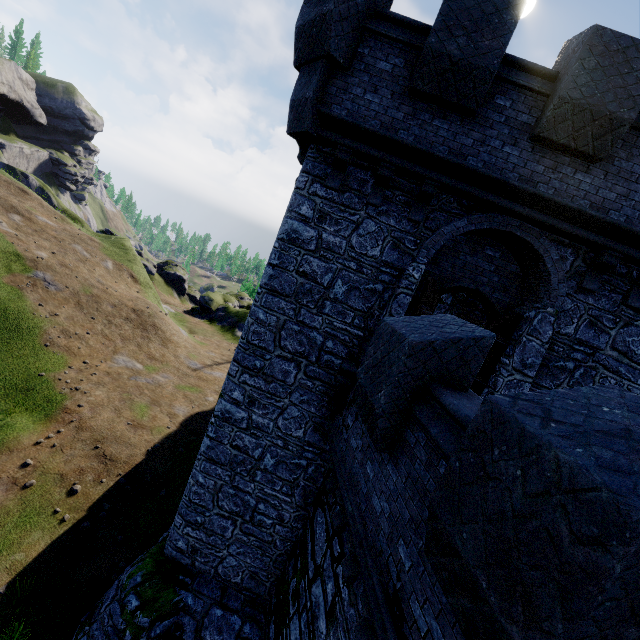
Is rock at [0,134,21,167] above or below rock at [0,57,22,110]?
below

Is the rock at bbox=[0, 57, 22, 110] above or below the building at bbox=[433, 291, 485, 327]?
above

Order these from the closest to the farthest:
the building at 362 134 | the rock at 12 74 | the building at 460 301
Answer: the building at 362 134, the building at 460 301, the rock at 12 74

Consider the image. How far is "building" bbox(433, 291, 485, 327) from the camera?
13.7 meters

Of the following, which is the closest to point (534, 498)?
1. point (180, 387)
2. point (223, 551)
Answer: point (223, 551)

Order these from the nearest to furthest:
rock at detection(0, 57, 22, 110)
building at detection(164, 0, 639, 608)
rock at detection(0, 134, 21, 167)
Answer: building at detection(164, 0, 639, 608)
rock at detection(0, 57, 22, 110)
rock at detection(0, 134, 21, 167)

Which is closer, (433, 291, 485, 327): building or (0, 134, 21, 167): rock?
(433, 291, 485, 327): building

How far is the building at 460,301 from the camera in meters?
13.7 m
